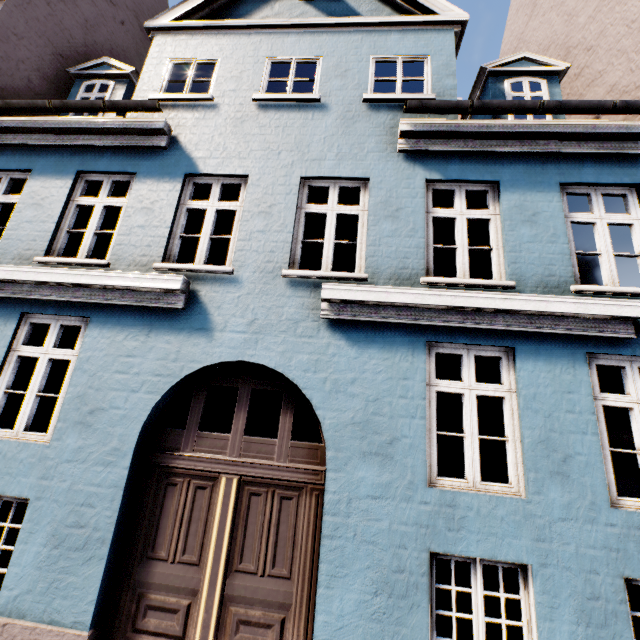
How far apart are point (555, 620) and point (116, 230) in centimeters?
769cm
